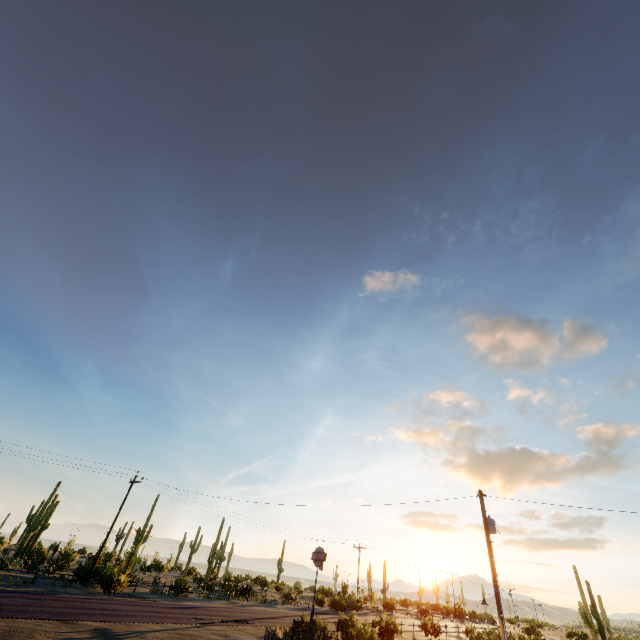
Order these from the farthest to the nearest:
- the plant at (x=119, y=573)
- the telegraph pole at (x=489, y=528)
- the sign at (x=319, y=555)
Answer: the plant at (x=119, y=573), the sign at (x=319, y=555), the telegraph pole at (x=489, y=528)

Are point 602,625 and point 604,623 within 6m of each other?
yes

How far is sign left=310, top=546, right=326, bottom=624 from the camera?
20.6m

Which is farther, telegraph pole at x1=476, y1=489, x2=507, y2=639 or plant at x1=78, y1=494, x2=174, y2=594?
plant at x1=78, y1=494, x2=174, y2=594

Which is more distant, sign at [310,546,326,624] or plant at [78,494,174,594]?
plant at [78,494,174,594]

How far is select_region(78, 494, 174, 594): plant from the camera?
24.28m

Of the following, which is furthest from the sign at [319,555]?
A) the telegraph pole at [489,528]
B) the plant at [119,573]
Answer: the plant at [119,573]

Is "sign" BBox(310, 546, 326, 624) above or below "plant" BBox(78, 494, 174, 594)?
above
